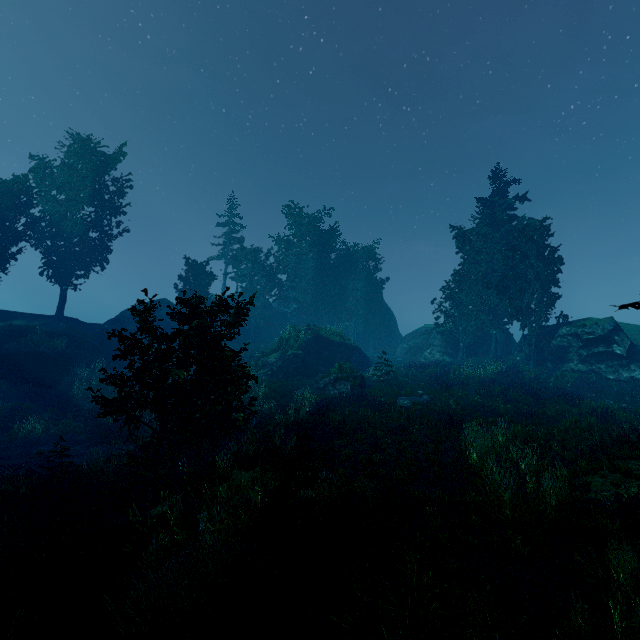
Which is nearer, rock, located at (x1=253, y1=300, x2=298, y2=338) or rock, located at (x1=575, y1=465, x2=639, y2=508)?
rock, located at (x1=575, y1=465, x2=639, y2=508)

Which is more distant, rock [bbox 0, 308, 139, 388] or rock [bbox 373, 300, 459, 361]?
rock [bbox 373, 300, 459, 361]

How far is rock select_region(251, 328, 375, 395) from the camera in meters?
24.5

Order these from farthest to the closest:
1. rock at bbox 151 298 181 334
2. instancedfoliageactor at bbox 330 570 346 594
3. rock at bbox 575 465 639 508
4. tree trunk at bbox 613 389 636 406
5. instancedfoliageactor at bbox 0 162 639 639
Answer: rock at bbox 151 298 181 334
tree trunk at bbox 613 389 636 406
rock at bbox 575 465 639 508
instancedfoliageactor at bbox 330 570 346 594
instancedfoliageactor at bbox 0 162 639 639

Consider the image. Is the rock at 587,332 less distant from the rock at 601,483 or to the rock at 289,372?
the rock at 289,372

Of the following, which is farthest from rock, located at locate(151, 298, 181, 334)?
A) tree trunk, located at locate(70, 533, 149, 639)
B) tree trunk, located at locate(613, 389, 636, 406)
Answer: tree trunk, located at locate(70, 533, 149, 639)

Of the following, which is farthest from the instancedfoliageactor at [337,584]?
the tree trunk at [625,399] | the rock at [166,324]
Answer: the tree trunk at [625,399]

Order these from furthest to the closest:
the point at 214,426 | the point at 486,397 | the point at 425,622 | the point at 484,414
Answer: the point at 486,397
the point at 214,426
the point at 484,414
the point at 425,622
